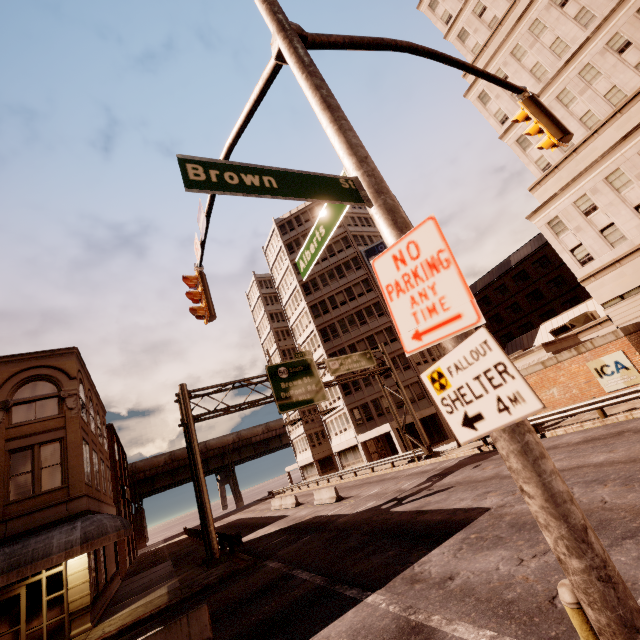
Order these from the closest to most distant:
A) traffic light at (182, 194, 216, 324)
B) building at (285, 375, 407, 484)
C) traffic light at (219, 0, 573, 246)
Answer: traffic light at (219, 0, 573, 246) < traffic light at (182, 194, 216, 324) < building at (285, 375, 407, 484)

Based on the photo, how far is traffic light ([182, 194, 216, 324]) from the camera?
8.2 meters

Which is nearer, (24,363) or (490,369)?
(490,369)

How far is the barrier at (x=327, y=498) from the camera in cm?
2302

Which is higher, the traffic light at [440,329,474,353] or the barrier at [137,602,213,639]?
the traffic light at [440,329,474,353]

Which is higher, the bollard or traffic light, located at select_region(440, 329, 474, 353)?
traffic light, located at select_region(440, 329, 474, 353)

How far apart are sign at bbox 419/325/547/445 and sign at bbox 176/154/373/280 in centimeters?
43cm

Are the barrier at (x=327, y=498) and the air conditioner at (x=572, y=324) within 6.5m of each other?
no
